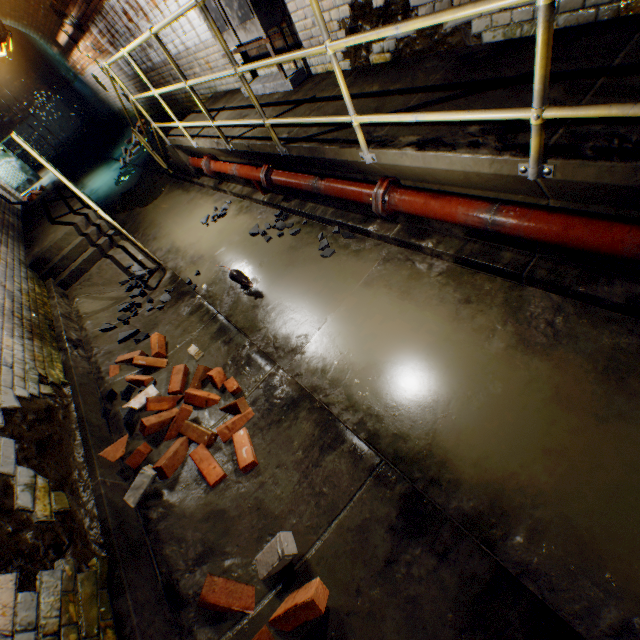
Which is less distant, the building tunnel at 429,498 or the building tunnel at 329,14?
the building tunnel at 429,498

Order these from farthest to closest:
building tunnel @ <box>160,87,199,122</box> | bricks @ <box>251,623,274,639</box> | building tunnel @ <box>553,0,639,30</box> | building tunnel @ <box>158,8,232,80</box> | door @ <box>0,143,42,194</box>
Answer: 1. door @ <box>0,143,42,194</box>
2. building tunnel @ <box>160,87,199,122</box>
3. building tunnel @ <box>158,8,232,80</box>
4. building tunnel @ <box>553,0,639,30</box>
5. bricks @ <box>251,623,274,639</box>

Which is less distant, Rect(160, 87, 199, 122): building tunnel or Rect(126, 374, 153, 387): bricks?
Rect(126, 374, 153, 387): bricks

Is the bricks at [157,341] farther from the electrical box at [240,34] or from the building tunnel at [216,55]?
the electrical box at [240,34]

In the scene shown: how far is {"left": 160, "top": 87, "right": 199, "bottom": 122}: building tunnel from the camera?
7.20m

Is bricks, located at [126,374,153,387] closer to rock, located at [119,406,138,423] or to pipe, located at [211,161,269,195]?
rock, located at [119,406,138,423]

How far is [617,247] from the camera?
1.8 meters

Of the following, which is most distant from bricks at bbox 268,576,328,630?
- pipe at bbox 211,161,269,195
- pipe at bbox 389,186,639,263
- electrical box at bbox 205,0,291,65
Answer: electrical box at bbox 205,0,291,65
